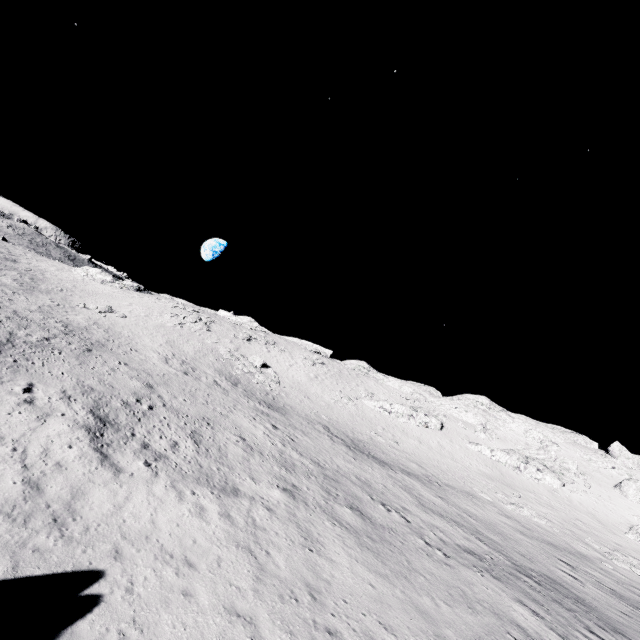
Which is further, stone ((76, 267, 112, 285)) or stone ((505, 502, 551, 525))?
stone ((76, 267, 112, 285))

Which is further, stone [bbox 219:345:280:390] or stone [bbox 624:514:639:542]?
stone [bbox 219:345:280:390]

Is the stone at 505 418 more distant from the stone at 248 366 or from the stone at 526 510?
the stone at 248 366

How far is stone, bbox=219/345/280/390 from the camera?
42.5m

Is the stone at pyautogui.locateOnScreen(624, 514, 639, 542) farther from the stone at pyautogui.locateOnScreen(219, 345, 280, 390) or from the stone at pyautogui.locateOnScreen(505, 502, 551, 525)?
the stone at pyautogui.locateOnScreen(219, 345, 280, 390)

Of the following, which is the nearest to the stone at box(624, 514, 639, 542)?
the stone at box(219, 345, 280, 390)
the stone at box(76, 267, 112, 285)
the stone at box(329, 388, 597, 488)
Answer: the stone at box(329, 388, 597, 488)

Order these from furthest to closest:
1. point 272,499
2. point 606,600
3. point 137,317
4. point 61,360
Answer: point 137,317, point 61,360, point 606,600, point 272,499

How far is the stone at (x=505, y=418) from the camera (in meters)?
42.34
